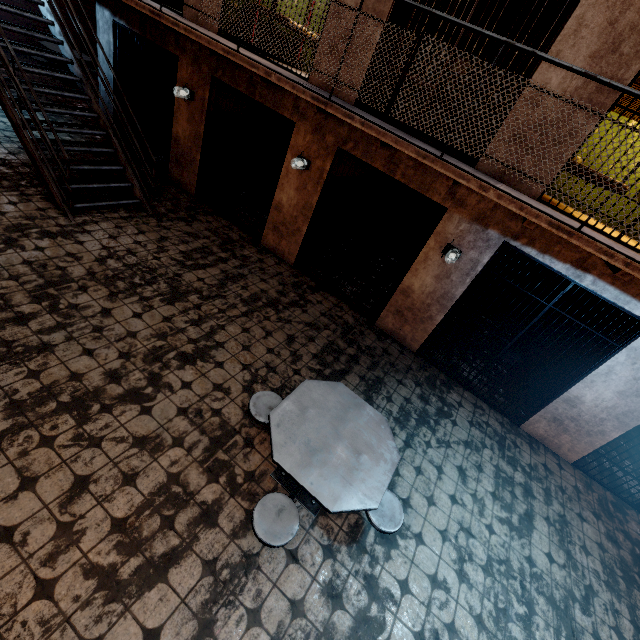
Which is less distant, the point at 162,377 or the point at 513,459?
the point at 162,377

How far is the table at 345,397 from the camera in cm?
257

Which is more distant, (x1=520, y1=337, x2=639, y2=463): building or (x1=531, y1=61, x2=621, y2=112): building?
(x1=520, y1=337, x2=639, y2=463): building

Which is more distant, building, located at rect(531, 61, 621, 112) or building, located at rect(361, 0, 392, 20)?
building, located at rect(361, 0, 392, 20)

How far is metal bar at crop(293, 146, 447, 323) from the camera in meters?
5.1

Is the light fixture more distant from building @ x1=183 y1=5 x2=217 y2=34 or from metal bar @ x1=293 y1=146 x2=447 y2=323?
building @ x1=183 y1=5 x2=217 y2=34

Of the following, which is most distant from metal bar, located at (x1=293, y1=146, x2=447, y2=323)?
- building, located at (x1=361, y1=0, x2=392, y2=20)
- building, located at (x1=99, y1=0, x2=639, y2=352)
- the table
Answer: the table

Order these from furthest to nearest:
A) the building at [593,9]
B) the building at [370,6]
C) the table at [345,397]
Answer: the building at [370,6]
the building at [593,9]
the table at [345,397]
